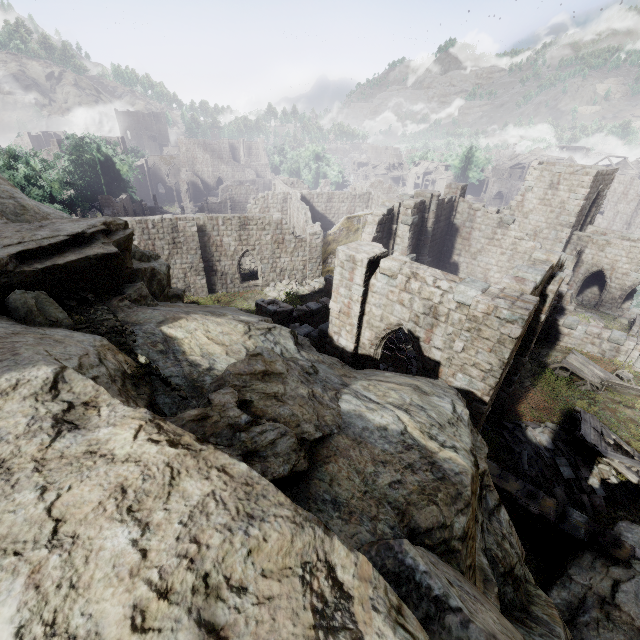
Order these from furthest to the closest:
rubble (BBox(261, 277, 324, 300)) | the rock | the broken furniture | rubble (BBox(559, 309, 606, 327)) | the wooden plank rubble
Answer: rubble (BBox(261, 277, 324, 300)), rubble (BBox(559, 309, 606, 327)), the broken furniture, the wooden plank rubble, the rock

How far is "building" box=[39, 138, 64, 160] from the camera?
52.16m

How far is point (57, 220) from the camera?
8.96m

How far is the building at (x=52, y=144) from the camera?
52.2m

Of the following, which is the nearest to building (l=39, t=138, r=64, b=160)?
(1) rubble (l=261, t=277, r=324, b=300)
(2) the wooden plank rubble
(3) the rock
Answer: (1) rubble (l=261, t=277, r=324, b=300)

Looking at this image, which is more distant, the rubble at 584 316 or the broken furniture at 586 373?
the rubble at 584 316

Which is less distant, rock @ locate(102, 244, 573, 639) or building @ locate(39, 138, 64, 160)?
rock @ locate(102, 244, 573, 639)

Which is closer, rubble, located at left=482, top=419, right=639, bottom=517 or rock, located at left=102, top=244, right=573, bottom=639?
rock, located at left=102, top=244, right=573, bottom=639
